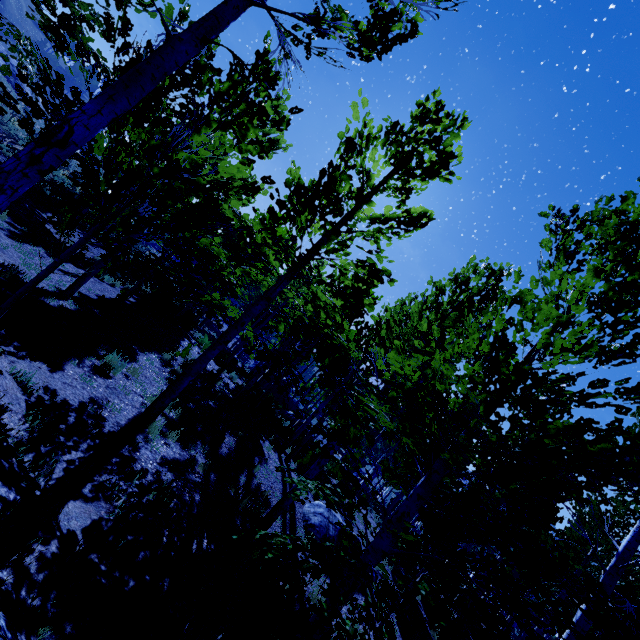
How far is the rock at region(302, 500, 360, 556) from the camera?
9.7 meters

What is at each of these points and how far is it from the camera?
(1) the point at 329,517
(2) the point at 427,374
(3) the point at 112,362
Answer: (1) rock, 10.4 meters
(2) instancedfoliageactor, 2.8 meters
(3) instancedfoliageactor, 7.5 meters

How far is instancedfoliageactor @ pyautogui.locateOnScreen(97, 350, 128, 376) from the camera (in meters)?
7.42

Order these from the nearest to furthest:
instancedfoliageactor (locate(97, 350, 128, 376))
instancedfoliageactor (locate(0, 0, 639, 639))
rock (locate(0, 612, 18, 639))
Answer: rock (locate(0, 612, 18, 639)) < instancedfoliageactor (locate(0, 0, 639, 639)) < instancedfoliageactor (locate(97, 350, 128, 376))

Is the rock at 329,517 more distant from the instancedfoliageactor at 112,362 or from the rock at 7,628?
the rock at 7,628

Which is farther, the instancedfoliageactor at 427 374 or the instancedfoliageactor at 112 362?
the instancedfoliageactor at 112 362

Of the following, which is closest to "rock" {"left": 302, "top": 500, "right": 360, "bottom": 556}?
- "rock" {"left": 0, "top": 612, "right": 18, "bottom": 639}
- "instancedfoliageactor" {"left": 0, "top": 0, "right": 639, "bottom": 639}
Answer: "instancedfoliageactor" {"left": 0, "top": 0, "right": 639, "bottom": 639}
